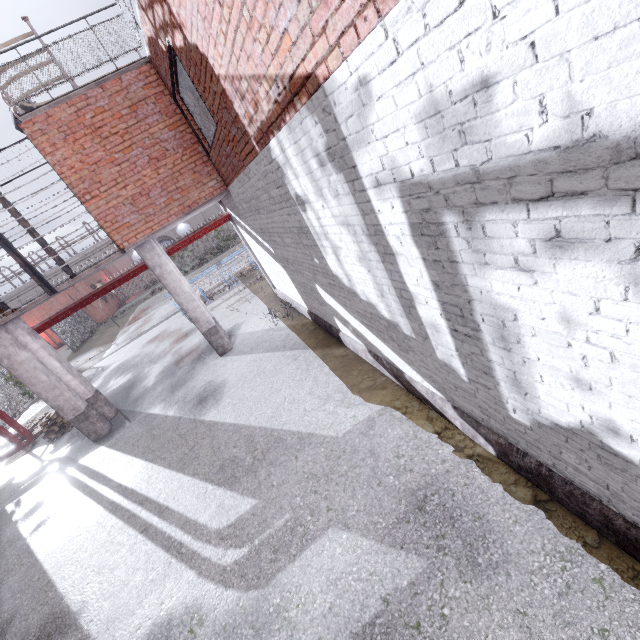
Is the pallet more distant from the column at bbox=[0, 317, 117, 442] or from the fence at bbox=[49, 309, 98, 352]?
the fence at bbox=[49, 309, 98, 352]

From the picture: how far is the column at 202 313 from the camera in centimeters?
890cm

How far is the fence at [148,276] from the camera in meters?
42.5

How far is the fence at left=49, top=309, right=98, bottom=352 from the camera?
26.7 meters

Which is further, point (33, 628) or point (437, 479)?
point (33, 628)

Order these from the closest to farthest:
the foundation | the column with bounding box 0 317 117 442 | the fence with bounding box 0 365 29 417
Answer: the foundation
the column with bounding box 0 317 117 442
the fence with bounding box 0 365 29 417

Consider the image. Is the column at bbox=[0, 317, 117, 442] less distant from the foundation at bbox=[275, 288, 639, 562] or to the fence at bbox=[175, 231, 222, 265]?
the foundation at bbox=[275, 288, 639, 562]

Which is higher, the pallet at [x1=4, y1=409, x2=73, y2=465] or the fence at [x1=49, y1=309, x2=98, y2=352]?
the fence at [x1=49, y1=309, x2=98, y2=352]
